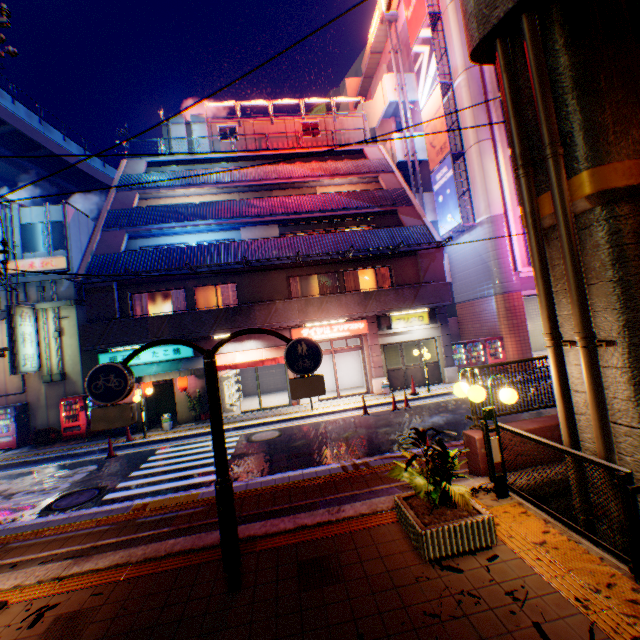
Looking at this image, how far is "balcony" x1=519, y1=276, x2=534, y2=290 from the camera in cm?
1825

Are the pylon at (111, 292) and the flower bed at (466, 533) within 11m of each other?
no

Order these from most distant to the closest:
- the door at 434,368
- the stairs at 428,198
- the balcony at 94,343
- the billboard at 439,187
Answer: the stairs at 428,198 < the billboard at 439,187 < the door at 434,368 < the balcony at 94,343

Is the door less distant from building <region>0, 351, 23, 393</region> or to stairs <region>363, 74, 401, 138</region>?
building <region>0, 351, 23, 393</region>

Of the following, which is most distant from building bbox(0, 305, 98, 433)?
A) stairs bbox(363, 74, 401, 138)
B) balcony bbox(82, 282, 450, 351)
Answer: stairs bbox(363, 74, 401, 138)

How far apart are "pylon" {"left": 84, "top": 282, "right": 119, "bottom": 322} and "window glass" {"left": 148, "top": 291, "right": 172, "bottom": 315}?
1.6m

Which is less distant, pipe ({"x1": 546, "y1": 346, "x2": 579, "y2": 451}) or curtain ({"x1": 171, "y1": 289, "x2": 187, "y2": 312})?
pipe ({"x1": 546, "y1": 346, "x2": 579, "y2": 451})

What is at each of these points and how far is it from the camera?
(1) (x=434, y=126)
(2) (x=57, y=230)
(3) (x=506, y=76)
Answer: (1) billboard, 21.0m
(2) window, 17.5m
(3) pipe, 5.1m
